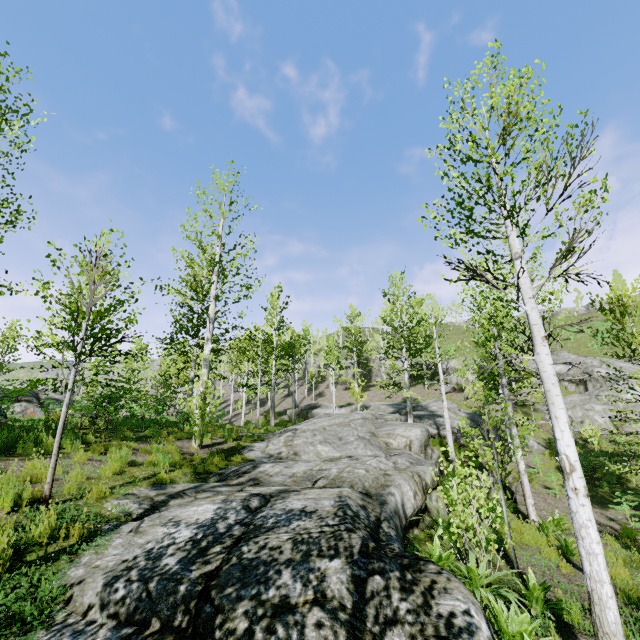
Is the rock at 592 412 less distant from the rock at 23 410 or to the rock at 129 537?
the rock at 129 537

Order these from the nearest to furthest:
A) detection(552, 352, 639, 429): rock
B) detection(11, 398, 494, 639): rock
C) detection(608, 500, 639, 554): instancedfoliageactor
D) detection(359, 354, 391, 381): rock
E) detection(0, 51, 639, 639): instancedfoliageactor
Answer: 1. detection(11, 398, 494, 639): rock
2. detection(0, 51, 639, 639): instancedfoliageactor
3. detection(608, 500, 639, 554): instancedfoliageactor
4. detection(552, 352, 639, 429): rock
5. detection(359, 354, 391, 381): rock

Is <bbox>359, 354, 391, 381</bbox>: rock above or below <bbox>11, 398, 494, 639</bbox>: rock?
above

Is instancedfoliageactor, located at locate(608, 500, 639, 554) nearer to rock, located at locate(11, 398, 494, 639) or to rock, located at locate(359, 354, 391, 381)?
rock, located at locate(11, 398, 494, 639)

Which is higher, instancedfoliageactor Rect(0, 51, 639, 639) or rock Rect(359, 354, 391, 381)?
rock Rect(359, 354, 391, 381)

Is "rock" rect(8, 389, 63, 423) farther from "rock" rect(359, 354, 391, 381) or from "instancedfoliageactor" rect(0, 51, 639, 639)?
"rock" rect(359, 354, 391, 381)

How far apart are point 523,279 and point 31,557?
7.6 meters

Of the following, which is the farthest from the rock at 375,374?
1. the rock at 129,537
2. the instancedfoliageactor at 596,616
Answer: the instancedfoliageactor at 596,616
